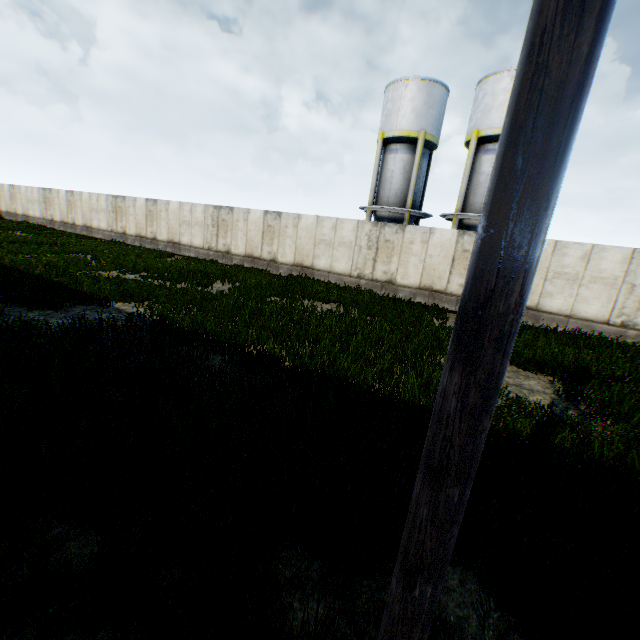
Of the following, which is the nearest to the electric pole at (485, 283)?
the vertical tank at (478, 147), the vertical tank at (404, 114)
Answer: the vertical tank at (478, 147)

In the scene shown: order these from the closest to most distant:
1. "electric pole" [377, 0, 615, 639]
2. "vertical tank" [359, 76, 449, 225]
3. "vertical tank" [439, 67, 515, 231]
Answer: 1. "electric pole" [377, 0, 615, 639]
2. "vertical tank" [439, 67, 515, 231]
3. "vertical tank" [359, 76, 449, 225]

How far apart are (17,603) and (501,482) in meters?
4.0 m

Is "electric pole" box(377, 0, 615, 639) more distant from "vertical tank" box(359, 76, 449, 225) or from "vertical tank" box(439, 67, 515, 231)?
"vertical tank" box(359, 76, 449, 225)

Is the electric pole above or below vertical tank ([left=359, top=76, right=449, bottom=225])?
below

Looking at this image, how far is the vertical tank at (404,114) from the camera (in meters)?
19.66

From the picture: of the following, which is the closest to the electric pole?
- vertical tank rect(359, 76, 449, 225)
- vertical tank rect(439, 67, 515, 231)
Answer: vertical tank rect(439, 67, 515, 231)
